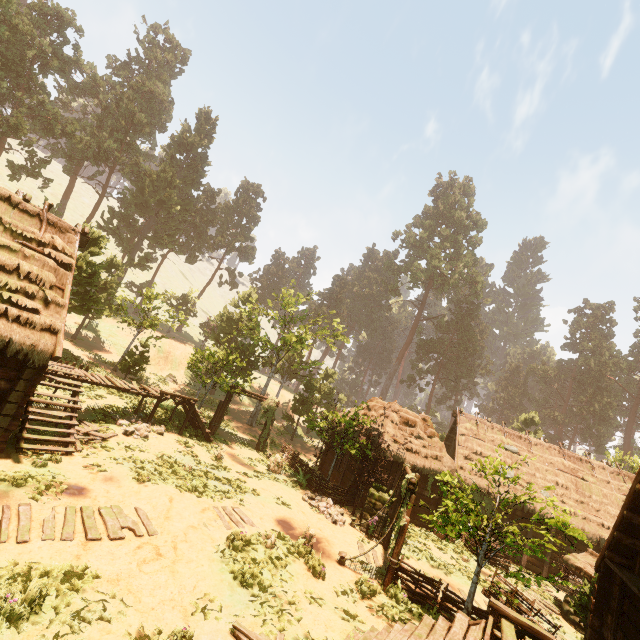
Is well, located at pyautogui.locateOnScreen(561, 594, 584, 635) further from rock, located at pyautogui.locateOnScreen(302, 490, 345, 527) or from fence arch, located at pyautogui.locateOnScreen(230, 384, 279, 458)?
fence arch, located at pyautogui.locateOnScreen(230, 384, 279, 458)

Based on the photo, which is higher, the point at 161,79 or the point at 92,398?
the point at 161,79

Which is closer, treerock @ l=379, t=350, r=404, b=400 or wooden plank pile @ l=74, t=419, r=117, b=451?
Answer: wooden plank pile @ l=74, t=419, r=117, b=451

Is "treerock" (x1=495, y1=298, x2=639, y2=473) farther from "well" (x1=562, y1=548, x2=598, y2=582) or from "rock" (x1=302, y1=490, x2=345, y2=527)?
A: "well" (x1=562, y1=548, x2=598, y2=582)

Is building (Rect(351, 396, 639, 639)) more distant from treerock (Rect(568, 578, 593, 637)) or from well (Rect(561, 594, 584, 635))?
well (Rect(561, 594, 584, 635))

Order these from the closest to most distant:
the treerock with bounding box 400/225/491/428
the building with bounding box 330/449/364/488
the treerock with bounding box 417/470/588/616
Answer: the treerock with bounding box 417/470/588/616 < the building with bounding box 330/449/364/488 < the treerock with bounding box 400/225/491/428

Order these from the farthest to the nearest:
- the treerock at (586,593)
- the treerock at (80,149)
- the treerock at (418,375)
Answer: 1. the treerock at (418,375)
2. the treerock at (80,149)
3. the treerock at (586,593)

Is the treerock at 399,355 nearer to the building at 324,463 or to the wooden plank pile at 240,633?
the building at 324,463
